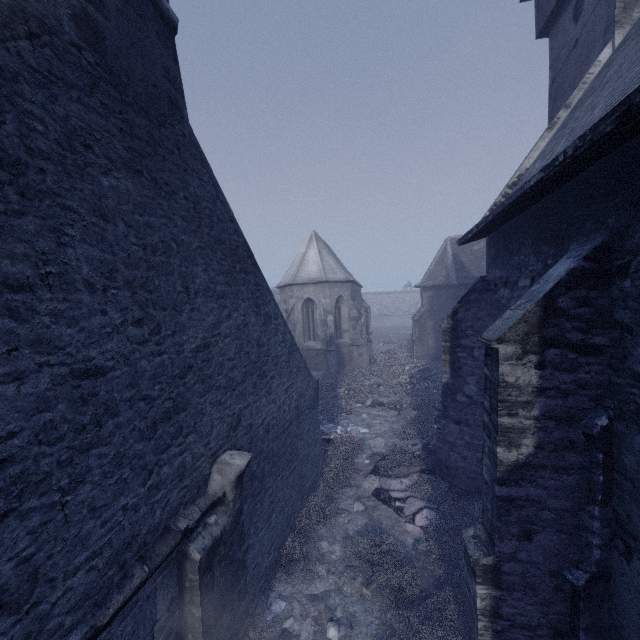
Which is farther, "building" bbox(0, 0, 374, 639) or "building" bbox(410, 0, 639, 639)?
"building" bbox(410, 0, 639, 639)

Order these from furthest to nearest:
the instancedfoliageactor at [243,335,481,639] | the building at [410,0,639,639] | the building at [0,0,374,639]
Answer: the instancedfoliageactor at [243,335,481,639] → the building at [410,0,639,639] → the building at [0,0,374,639]

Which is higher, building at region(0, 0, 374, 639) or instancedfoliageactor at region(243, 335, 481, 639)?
building at region(0, 0, 374, 639)

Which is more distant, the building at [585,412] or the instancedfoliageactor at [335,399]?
the instancedfoliageactor at [335,399]

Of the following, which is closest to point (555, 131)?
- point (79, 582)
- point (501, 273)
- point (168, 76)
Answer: point (501, 273)

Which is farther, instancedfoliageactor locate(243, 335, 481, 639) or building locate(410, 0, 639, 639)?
instancedfoliageactor locate(243, 335, 481, 639)
